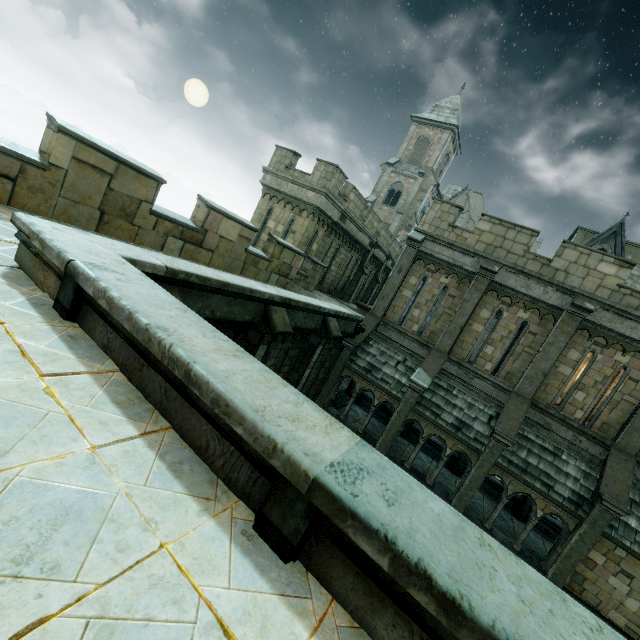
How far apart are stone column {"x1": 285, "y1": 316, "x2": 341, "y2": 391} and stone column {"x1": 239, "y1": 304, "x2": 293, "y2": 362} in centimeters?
228cm

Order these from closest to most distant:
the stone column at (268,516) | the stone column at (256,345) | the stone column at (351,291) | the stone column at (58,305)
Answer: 1. the stone column at (268,516)
2. the stone column at (58,305)
3. the stone column at (256,345)
4. the stone column at (351,291)

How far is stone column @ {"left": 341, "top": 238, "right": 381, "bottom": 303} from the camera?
22.3 meters

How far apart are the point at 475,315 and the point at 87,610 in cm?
1381

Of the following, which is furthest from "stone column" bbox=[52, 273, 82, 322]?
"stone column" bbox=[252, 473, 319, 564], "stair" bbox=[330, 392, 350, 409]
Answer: "stair" bbox=[330, 392, 350, 409]

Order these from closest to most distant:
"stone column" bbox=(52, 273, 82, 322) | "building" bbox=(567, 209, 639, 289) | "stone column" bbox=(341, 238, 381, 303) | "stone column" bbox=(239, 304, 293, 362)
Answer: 1. "stone column" bbox=(52, 273, 82, 322)
2. "stone column" bbox=(239, 304, 293, 362)
3. "stone column" bbox=(341, 238, 381, 303)
4. "building" bbox=(567, 209, 639, 289)

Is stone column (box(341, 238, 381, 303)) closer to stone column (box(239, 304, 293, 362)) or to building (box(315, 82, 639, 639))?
building (box(315, 82, 639, 639))

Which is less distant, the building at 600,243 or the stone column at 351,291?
the stone column at 351,291
